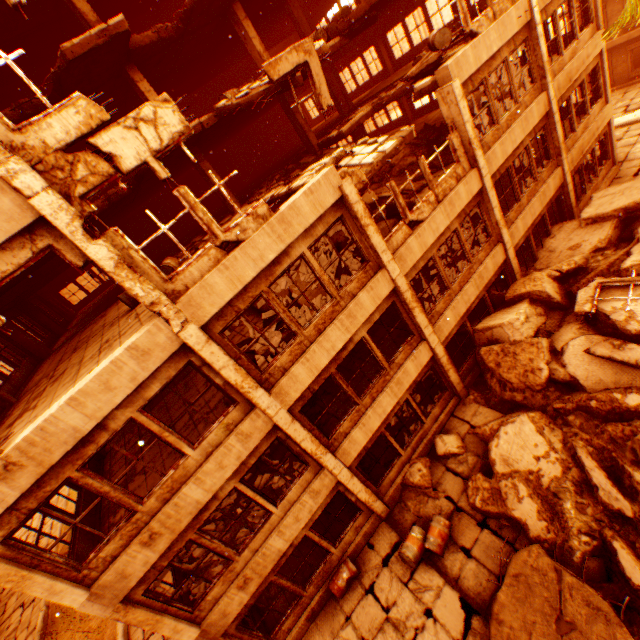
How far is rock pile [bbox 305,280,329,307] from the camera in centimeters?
936cm

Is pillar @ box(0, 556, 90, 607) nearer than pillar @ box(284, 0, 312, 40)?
Yes

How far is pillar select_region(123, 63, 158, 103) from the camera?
11.0 meters

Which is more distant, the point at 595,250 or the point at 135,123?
the point at 595,250

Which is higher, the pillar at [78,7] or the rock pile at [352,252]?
the pillar at [78,7]

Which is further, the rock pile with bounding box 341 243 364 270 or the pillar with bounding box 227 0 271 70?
the pillar with bounding box 227 0 271 70

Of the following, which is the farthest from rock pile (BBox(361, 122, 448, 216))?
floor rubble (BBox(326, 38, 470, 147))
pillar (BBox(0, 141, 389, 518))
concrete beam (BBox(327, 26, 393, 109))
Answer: concrete beam (BBox(327, 26, 393, 109))

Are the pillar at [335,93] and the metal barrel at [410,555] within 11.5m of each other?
no
